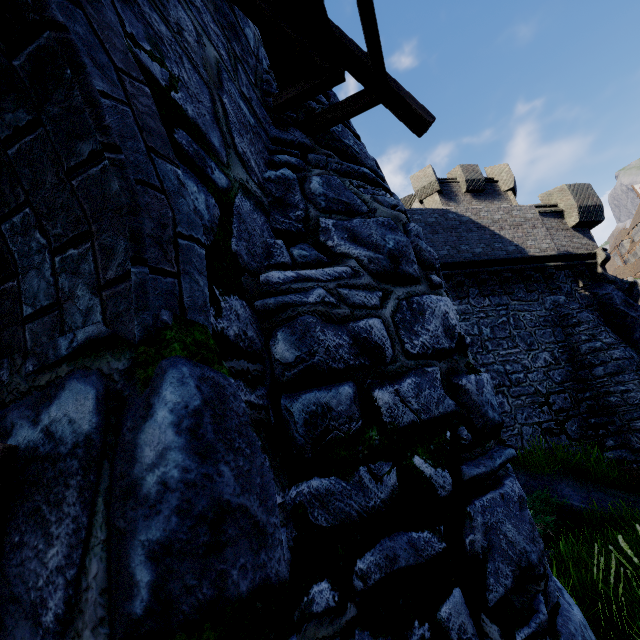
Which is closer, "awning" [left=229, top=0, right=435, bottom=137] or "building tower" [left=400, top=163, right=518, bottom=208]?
"awning" [left=229, top=0, right=435, bottom=137]

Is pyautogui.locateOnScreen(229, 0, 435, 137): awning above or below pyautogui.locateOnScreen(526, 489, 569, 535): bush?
above

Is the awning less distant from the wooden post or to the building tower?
the wooden post

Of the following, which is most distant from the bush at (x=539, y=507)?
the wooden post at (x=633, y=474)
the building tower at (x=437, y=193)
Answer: the building tower at (x=437, y=193)

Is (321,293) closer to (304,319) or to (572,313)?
(304,319)

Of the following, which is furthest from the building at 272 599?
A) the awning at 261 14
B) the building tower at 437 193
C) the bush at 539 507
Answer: the building tower at 437 193

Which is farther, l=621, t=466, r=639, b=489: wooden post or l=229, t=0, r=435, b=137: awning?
l=621, t=466, r=639, b=489: wooden post

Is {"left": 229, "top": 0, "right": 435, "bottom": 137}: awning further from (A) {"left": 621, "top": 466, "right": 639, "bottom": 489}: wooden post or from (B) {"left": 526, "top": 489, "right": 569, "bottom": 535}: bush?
(A) {"left": 621, "top": 466, "right": 639, "bottom": 489}: wooden post
